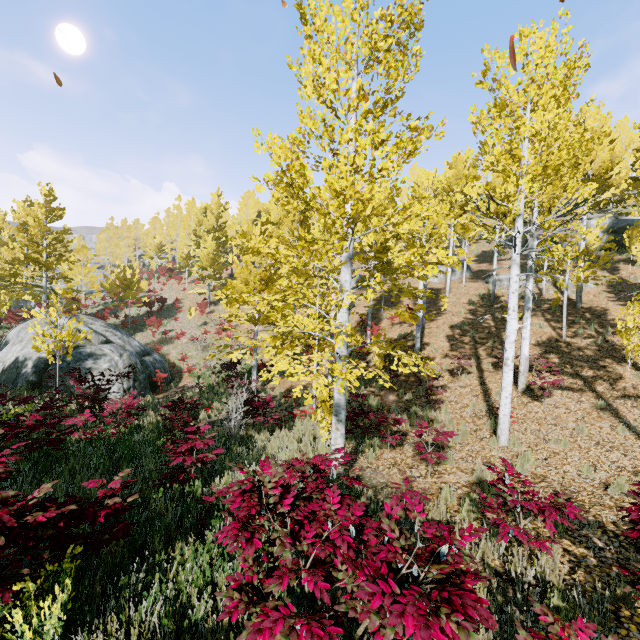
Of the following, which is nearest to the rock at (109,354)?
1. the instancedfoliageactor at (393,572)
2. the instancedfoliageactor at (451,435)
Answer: the instancedfoliageactor at (451,435)

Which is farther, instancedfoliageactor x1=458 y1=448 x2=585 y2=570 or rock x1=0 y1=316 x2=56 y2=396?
rock x1=0 y1=316 x2=56 y2=396

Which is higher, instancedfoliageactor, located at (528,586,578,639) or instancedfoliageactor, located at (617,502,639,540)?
instancedfoliageactor, located at (617,502,639,540)

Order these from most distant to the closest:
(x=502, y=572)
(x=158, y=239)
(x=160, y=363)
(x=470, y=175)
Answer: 1. (x=158, y=239)
2. (x=160, y=363)
3. (x=470, y=175)
4. (x=502, y=572)

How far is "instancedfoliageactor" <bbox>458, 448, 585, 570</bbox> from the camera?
3.69m

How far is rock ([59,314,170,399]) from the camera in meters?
14.2

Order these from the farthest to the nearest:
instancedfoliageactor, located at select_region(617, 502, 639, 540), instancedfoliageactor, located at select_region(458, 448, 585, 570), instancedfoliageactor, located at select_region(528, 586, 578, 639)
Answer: instancedfoliageactor, located at select_region(458, 448, 585, 570)
instancedfoliageactor, located at select_region(617, 502, 639, 540)
instancedfoliageactor, located at select_region(528, 586, 578, 639)

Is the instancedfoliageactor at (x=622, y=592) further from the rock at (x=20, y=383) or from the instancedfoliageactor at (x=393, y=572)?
the rock at (x=20, y=383)
